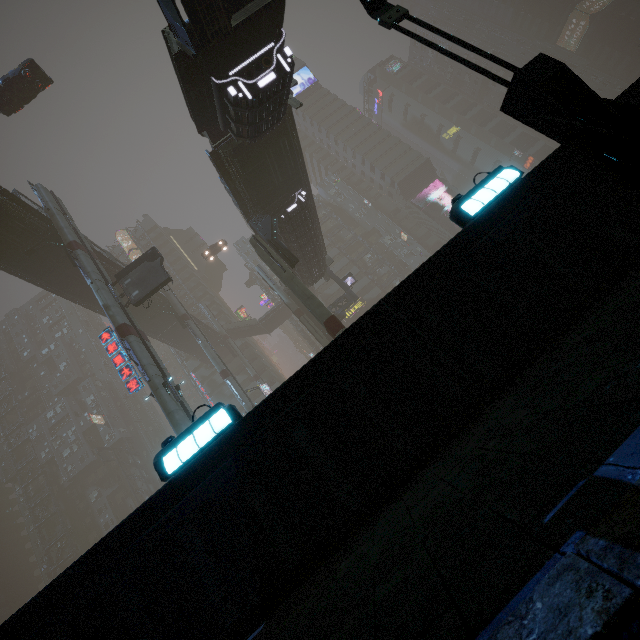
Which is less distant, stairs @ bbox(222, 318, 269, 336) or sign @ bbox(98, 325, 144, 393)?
sign @ bbox(98, 325, 144, 393)

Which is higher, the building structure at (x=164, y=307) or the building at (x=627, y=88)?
the building structure at (x=164, y=307)

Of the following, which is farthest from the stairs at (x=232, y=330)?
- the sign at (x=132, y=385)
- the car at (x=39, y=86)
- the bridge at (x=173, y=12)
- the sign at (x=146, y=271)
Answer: the bridge at (x=173, y=12)

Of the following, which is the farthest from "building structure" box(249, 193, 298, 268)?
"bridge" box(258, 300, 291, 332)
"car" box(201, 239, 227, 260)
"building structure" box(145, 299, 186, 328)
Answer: "bridge" box(258, 300, 291, 332)

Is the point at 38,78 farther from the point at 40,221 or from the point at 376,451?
the point at 376,451

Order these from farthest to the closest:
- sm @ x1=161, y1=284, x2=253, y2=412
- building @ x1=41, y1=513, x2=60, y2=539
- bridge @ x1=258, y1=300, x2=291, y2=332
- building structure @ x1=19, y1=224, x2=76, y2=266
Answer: building @ x1=41, y1=513, x2=60, y2=539, bridge @ x1=258, y1=300, x2=291, y2=332, sm @ x1=161, y1=284, x2=253, y2=412, building structure @ x1=19, y1=224, x2=76, y2=266

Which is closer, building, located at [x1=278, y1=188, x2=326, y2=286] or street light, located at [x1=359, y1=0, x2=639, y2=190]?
street light, located at [x1=359, y1=0, x2=639, y2=190]

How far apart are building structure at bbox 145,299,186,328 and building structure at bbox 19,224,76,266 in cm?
1465
